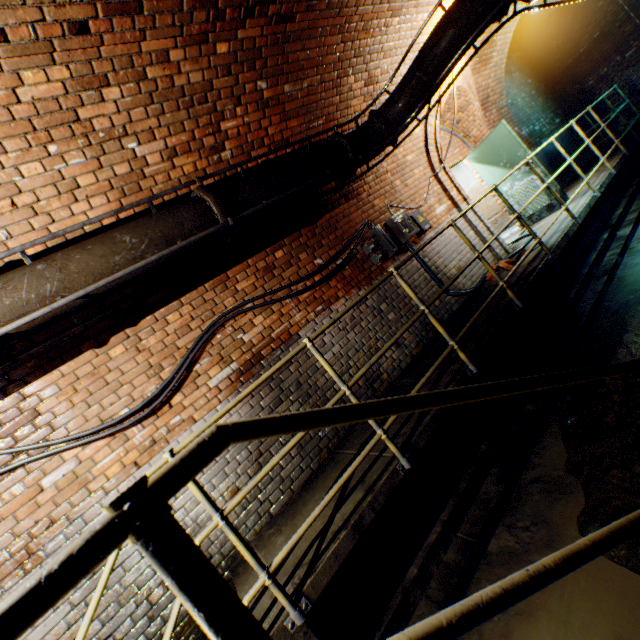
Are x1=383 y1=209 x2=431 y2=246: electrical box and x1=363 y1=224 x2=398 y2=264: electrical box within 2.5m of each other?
yes

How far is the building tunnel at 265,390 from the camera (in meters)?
3.65

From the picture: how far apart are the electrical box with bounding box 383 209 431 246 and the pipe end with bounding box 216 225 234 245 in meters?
2.8

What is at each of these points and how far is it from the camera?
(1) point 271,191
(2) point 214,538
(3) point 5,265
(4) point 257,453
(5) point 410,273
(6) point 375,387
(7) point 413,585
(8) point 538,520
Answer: (1) pipe, 3.42m
(2) building tunnel, 3.14m
(3) building tunnel, 2.61m
(4) building tunnel, 3.53m
(5) building tunnel, 5.29m
(6) building tunnel, 4.36m
(7) walkway, 2.46m
(8) building tunnel, 2.49m

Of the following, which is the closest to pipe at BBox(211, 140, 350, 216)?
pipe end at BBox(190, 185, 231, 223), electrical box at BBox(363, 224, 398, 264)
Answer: pipe end at BBox(190, 185, 231, 223)

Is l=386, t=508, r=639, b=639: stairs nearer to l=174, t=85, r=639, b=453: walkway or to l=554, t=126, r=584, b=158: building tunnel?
l=554, t=126, r=584, b=158: building tunnel

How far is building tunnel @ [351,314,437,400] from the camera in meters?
4.3 m
